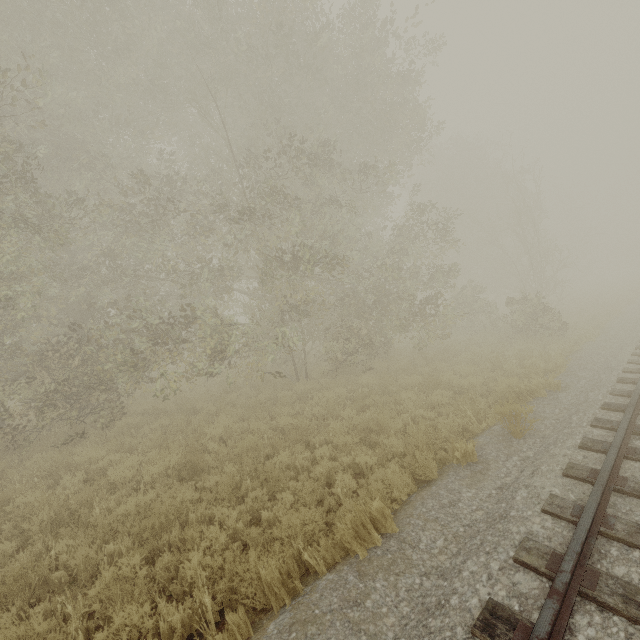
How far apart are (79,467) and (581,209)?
53.6 meters
